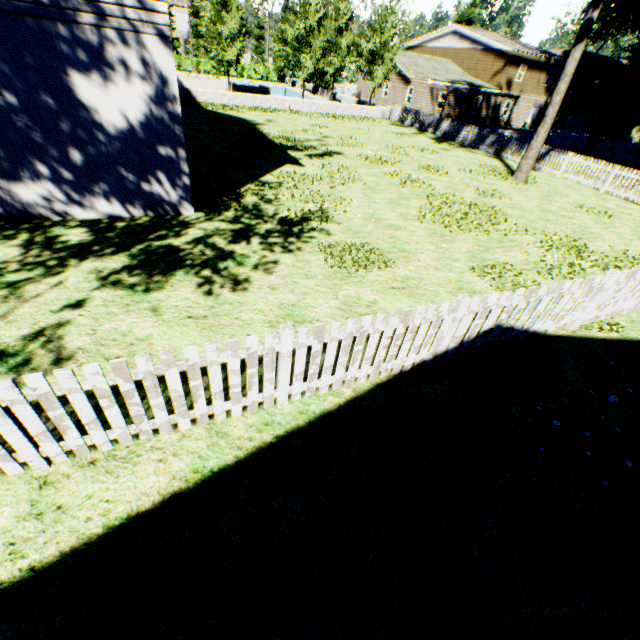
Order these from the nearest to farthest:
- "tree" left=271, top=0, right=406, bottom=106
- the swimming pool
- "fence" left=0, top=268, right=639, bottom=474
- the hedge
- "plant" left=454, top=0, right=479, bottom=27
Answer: "fence" left=0, top=268, right=639, bottom=474
"tree" left=271, top=0, right=406, bottom=106
the swimming pool
the hedge
"plant" left=454, top=0, right=479, bottom=27

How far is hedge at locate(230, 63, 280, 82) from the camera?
49.5m

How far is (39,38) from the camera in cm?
562

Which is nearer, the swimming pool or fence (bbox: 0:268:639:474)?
fence (bbox: 0:268:639:474)

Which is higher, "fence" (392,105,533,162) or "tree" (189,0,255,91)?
"tree" (189,0,255,91)

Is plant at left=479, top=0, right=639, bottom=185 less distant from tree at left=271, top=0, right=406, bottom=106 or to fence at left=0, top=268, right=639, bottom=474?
fence at left=0, top=268, right=639, bottom=474

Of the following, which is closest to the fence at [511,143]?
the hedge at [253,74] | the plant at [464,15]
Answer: the plant at [464,15]

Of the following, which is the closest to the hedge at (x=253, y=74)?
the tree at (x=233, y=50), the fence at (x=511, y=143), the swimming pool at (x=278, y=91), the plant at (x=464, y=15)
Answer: the tree at (x=233, y=50)
